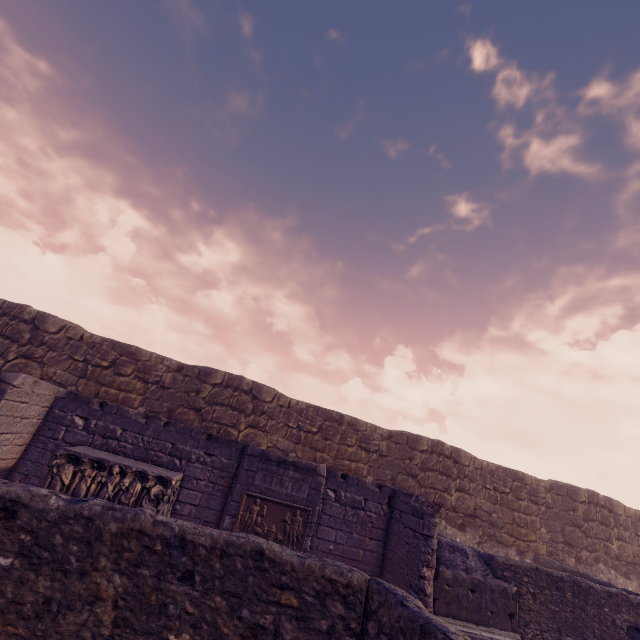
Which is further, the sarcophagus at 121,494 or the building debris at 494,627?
the building debris at 494,627

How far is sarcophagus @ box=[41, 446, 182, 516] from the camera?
6.44m

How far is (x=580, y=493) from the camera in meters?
14.4 m

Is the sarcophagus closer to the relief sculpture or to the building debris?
the relief sculpture

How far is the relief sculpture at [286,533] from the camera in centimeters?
677cm

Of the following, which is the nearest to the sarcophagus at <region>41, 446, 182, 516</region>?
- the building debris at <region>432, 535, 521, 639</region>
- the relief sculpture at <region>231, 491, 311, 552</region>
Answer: the relief sculpture at <region>231, 491, 311, 552</region>

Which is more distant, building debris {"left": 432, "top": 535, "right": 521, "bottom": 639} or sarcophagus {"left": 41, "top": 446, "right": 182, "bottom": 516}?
building debris {"left": 432, "top": 535, "right": 521, "bottom": 639}

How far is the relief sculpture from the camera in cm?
677
